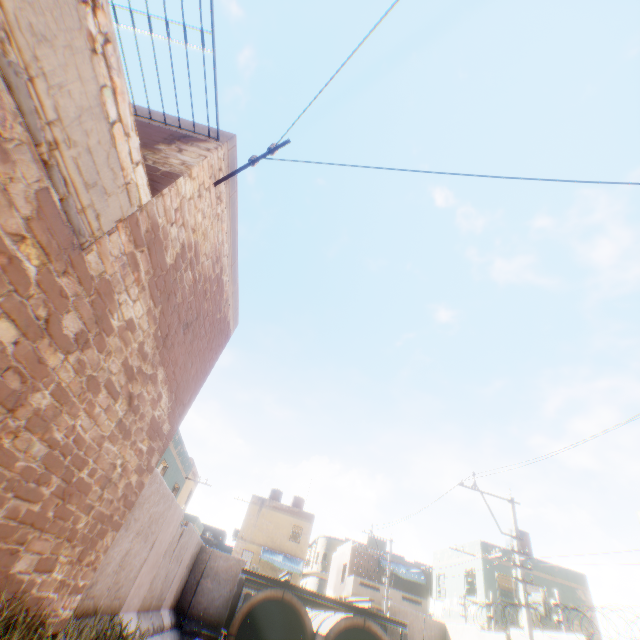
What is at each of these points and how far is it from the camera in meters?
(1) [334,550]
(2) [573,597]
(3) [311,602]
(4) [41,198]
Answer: (1) building, 43.6
(2) building, 19.6
(3) water pipe, 20.0
(4) building, 3.0

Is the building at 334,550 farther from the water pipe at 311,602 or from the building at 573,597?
the water pipe at 311,602

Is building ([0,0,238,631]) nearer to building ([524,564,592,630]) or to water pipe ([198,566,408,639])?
building ([524,564,592,630])

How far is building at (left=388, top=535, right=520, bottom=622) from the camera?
19.5m

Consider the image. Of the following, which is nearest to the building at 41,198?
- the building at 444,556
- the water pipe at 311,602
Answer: the building at 444,556

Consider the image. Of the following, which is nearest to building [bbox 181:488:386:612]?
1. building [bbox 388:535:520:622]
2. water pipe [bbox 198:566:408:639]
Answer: building [bbox 388:535:520:622]
